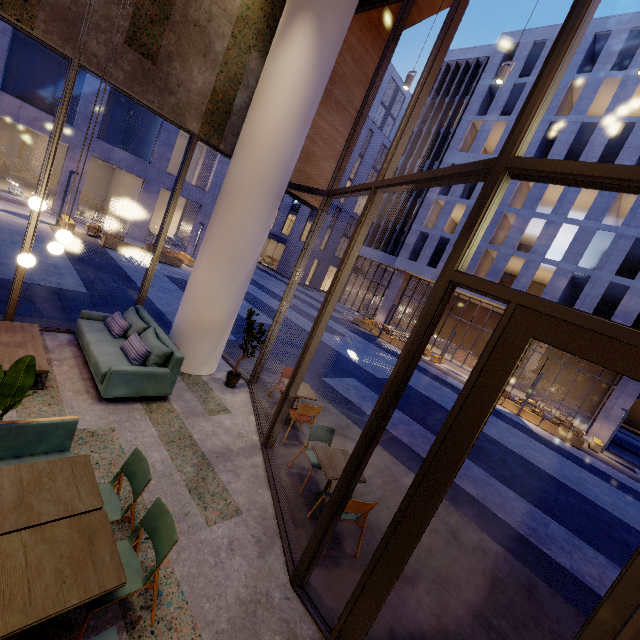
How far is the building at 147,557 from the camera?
3.01m

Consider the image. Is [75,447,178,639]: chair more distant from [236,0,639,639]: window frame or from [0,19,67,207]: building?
[0,19,67,207]: building

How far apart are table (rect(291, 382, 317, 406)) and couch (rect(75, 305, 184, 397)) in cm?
195

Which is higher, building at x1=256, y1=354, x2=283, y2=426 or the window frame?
the window frame

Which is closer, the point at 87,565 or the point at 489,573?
the point at 87,565

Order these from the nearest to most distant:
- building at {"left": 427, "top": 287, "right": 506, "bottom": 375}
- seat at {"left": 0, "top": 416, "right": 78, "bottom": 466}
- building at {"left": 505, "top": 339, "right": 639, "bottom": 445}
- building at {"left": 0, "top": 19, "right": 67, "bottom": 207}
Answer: seat at {"left": 0, "top": 416, "right": 78, "bottom": 466} → building at {"left": 0, "top": 19, "right": 67, "bottom": 207} → building at {"left": 505, "top": 339, "right": 639, "bottom": 445} → building at {"left": 427, "top": 287, "right": 506, "bottom": 375}

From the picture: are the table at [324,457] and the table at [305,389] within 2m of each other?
yes

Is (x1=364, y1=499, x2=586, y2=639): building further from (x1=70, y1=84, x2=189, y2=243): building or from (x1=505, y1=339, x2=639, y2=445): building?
(x1=505, y1=339, x2=639, y2=445): building
